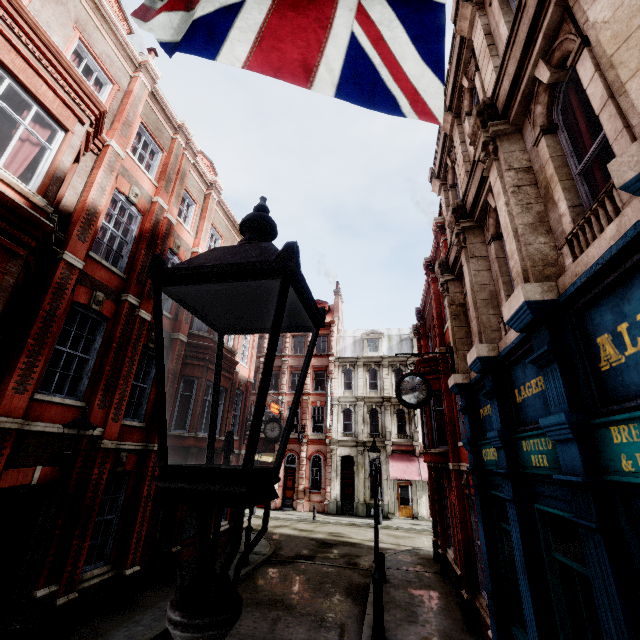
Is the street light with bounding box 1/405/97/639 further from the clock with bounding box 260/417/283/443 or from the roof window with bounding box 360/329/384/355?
Answer: the roof window with bounding box 360/329/384/355

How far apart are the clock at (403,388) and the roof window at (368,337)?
24.20m

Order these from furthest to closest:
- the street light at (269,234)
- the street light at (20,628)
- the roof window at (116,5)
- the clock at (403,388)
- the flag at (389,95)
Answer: the roof window at (116,5) < the clock at (403,388) < the street light at (20,628) < the flag at (389,95) < the street light at (269,234)

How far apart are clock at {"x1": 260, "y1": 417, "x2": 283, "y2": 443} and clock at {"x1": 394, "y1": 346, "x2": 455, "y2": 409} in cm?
1018

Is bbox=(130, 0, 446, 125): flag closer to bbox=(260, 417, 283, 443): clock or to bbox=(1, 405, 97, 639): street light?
bbox=(1, 405, 97, 639): street light

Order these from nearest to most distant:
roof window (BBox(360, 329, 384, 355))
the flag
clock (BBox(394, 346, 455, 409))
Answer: the flag < clock (BBox(394, 346, 455, 409)) < roof window (BBox(360, 329, 384, 355))

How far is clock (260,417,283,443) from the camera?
17.59m

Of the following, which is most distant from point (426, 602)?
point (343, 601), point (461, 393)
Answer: point (461, 393)
